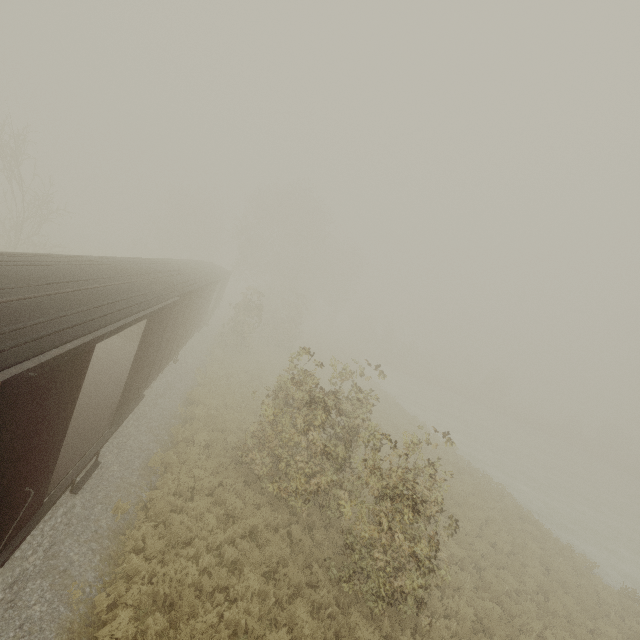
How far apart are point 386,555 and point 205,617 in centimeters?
407cm
